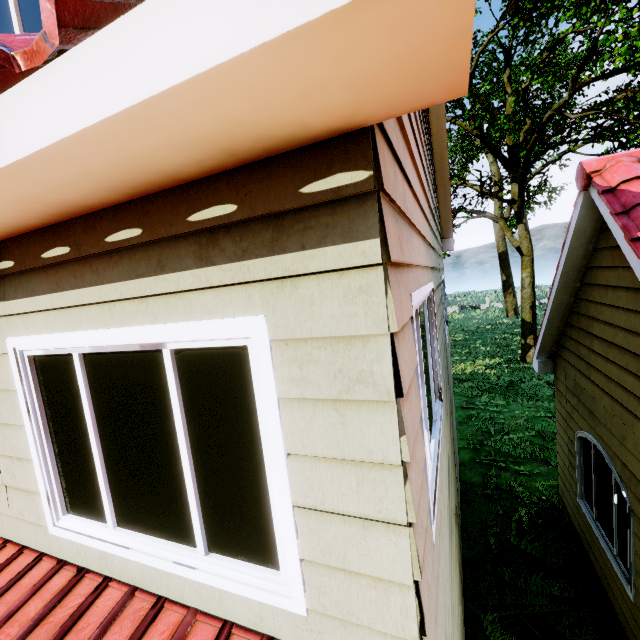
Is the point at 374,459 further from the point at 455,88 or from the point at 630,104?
the point at 630,104
